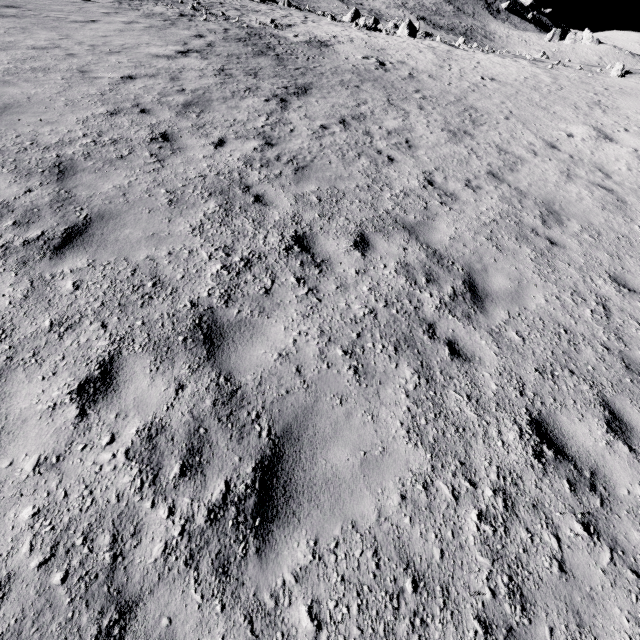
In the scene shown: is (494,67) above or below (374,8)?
above
